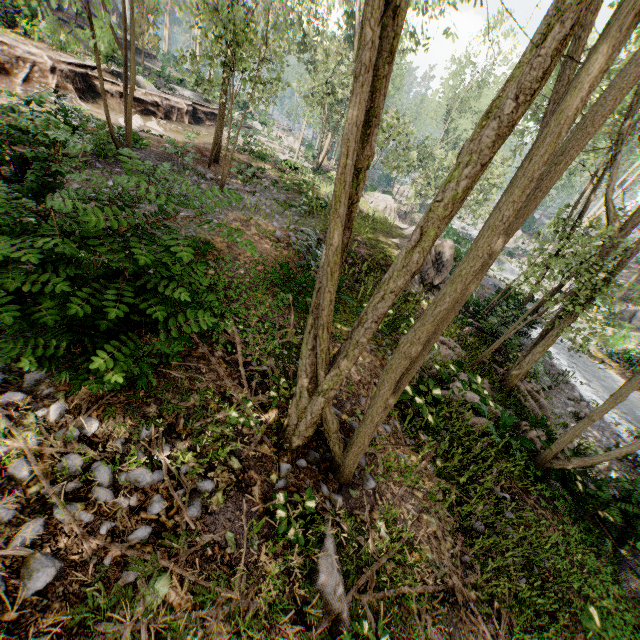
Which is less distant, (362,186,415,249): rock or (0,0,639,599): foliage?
(0,0,639,599): foliage

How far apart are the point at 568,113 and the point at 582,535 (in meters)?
9.88

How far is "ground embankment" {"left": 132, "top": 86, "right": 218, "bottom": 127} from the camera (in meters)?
21.08

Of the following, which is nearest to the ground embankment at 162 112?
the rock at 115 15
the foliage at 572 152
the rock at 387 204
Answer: the foliage at 572 152

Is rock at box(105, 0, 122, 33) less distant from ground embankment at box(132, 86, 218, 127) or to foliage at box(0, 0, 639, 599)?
foliage at box(0, 0, 639, 599)

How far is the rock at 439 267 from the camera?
15.9m

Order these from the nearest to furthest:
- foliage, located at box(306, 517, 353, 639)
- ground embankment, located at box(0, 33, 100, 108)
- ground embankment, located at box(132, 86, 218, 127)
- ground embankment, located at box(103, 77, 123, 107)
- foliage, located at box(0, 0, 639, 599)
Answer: foliage, located at box(0, 0, 639, 599)
foliage, located at box(306, 517, 353, 639)
ground embankment, located at box(0, 33, 100, 108)
ground embankment, located at box(103, 77, 123, 107)
ground embankment, located at box(132, 86, 218, 127)

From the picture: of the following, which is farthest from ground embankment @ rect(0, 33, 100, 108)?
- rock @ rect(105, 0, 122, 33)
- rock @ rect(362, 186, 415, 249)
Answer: rock @ rect(105, 0, 122, 33)
